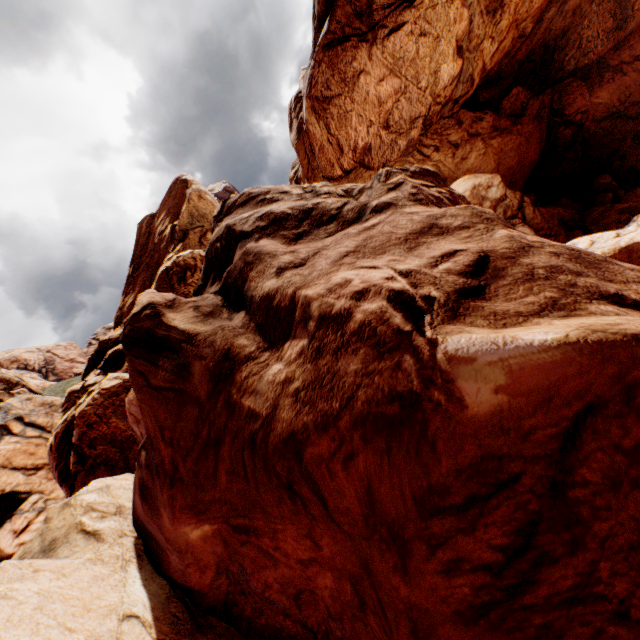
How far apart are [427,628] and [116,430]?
16.9m
